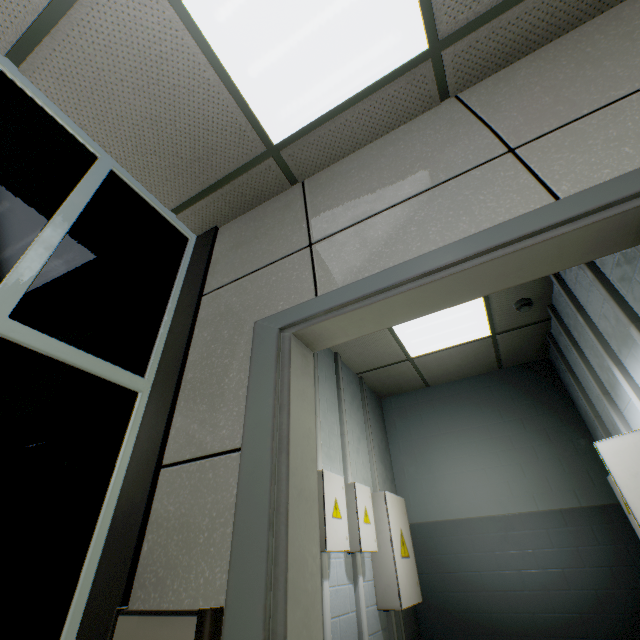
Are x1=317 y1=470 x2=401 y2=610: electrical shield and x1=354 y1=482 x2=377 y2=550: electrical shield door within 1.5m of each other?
yes

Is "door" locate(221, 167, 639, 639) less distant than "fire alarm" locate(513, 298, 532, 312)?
Yes

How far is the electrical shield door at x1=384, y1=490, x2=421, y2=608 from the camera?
2.9 meters

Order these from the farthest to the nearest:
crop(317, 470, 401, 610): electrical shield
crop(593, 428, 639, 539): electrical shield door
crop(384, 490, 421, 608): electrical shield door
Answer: crop(384, 490, 421, 608): electrical shield door, crop(317, 470, 401, 610): electrical shield, crop(593, 428, 639, 539): electrical shield door

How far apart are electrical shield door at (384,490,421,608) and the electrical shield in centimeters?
4cm

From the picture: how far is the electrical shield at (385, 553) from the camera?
2.37m

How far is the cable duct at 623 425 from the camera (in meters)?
2.59

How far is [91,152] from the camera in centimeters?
190cm
